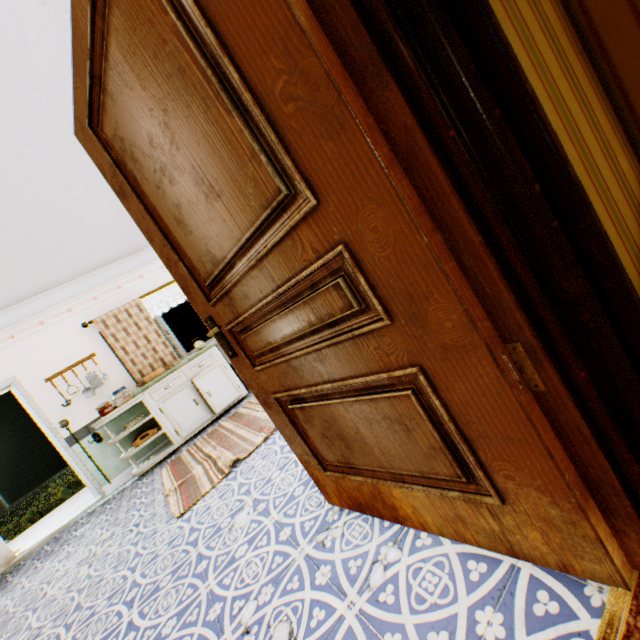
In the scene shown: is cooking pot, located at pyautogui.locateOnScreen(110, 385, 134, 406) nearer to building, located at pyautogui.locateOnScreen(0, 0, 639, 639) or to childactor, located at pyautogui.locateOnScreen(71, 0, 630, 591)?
building, located at pyautogui.locateOnScreen(0, 0, 639, 639)

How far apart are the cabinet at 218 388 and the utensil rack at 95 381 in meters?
0.5 m

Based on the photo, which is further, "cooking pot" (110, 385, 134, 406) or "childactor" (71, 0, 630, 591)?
"cooking pot" (110, 385, 134, 406)

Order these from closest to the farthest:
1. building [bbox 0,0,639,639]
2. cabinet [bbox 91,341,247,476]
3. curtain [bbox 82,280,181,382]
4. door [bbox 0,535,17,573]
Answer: building [bbox 0,0,639,639], door [bbox 0,535,17,573], cabinet [bbox 91,341,247,476], curtain [bbox 82,280,181,382]

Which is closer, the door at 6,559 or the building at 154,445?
the door at 6,559

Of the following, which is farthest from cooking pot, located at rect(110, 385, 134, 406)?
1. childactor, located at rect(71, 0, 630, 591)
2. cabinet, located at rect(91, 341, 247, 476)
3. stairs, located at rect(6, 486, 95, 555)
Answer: childactor, located at rect(71, 0, 630, 591)

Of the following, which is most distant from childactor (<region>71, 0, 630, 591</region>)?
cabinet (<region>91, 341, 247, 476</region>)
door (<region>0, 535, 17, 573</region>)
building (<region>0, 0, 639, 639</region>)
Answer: door (<region>0, 535, 17, 573</region>)

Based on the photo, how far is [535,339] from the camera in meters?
0.7
